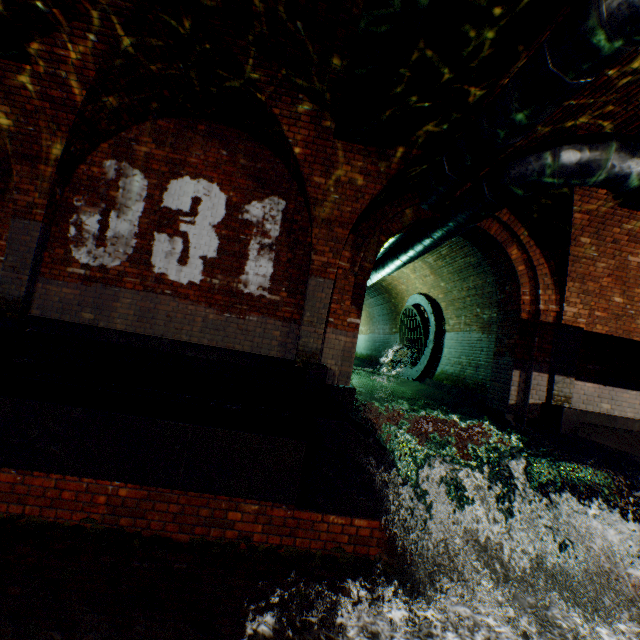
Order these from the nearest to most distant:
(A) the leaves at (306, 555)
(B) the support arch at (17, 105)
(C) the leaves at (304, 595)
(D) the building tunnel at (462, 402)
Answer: (C) the leaves at (304, 595) < (A) the leaves at (306, 555) < (B) the support arch at (17, 105) < (D) the building tunnel at (462, 402)

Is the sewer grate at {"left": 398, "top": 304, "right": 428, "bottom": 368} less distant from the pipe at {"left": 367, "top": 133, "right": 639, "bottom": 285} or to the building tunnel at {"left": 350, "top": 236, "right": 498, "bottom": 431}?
the building tunnel at {"left": 350, "top": 236, "right": 498, "bottom": 431}

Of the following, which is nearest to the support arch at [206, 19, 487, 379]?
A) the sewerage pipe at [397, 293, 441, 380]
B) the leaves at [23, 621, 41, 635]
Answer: the leaves at [23, 621, 41, 635]

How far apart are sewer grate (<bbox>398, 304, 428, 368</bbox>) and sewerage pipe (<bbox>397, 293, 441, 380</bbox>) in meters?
0.0

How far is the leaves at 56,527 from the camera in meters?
3.2 m

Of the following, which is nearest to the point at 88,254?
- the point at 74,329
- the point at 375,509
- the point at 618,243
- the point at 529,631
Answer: the point at 74,329

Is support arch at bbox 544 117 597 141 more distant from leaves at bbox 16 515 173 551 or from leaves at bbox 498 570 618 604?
leaves at bbox 16 515 173 551

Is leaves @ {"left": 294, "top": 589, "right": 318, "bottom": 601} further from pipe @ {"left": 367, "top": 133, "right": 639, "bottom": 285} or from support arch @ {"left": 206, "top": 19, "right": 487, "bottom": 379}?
pipe @ {"left": 367, "top": 133, "right": 639, "bottom": 285}
